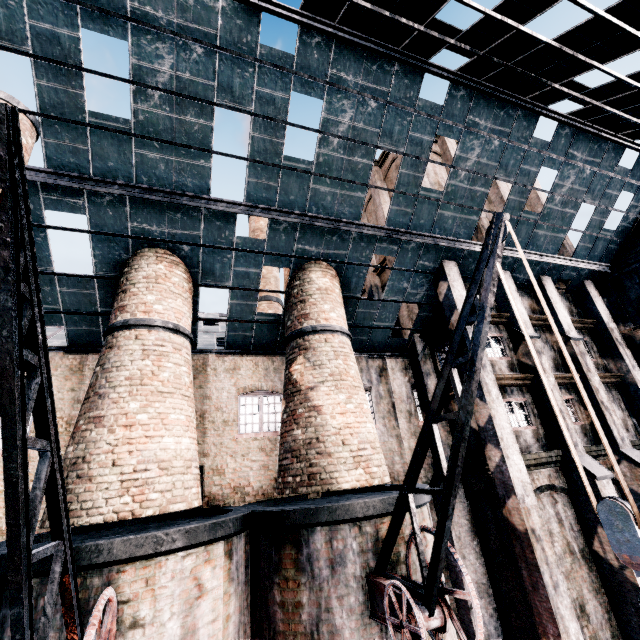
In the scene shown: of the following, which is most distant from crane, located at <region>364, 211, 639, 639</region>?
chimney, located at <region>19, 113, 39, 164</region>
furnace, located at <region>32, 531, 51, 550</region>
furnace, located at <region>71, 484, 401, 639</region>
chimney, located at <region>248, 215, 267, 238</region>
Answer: chimney, located at <region>248, 215, 267, 238</region>

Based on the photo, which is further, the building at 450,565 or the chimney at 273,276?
the chimney at 273,276

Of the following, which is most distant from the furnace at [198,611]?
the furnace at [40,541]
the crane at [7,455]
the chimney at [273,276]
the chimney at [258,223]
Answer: the chimney at [258,223]

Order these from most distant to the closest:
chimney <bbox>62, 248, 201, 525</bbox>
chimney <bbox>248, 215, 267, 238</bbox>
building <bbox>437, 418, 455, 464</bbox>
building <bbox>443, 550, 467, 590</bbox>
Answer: chimney <bbox>248, 215, 267, 238</bbox> → building <bbox>437, 418, 455, 464</bbox> → building <bbox>443, 550, 467, 590</bbox> → chimney <bbox>62, 248, 201, 525</bbox>

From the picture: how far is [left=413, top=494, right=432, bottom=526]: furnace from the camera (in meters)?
9.30

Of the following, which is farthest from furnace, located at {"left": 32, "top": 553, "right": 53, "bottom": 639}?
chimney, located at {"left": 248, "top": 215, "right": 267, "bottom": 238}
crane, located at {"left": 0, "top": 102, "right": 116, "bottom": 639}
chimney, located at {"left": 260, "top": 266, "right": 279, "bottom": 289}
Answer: chimney, located at {"left": 248, "top": 215, "right": 267, "bottom": 238}

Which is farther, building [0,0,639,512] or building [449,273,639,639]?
building [449,273,639,639]

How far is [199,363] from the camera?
13.9 meters
